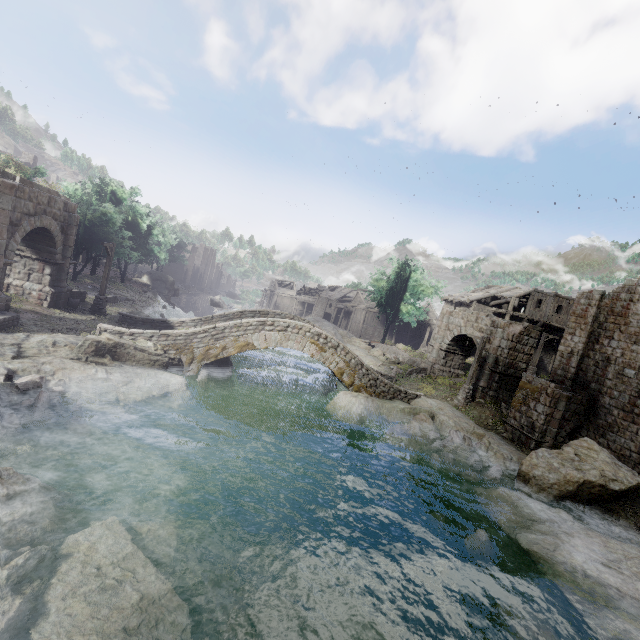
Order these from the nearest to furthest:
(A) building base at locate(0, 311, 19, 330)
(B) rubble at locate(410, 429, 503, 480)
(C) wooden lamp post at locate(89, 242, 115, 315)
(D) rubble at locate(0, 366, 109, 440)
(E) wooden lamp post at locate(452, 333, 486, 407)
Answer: (D) rubble at locate(0, 366, 109, 440)
(A) building base at locate(0, 311, 19, 330)
(B) rubble at locate(410, 429, 503, 480)
(C) wooden lamp post at locate(89, 242, 115, 315)
(E) wooden lamp post at locate(452, 333, 486, 407)

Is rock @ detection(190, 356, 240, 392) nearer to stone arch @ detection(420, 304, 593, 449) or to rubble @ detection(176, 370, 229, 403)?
rubble @ detection(176, 370, 229, 403)

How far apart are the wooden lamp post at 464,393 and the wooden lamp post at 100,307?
24.30m

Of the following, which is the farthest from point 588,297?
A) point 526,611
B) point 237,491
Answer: point 237,491

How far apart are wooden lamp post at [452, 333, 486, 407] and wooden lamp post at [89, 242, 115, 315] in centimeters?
2430cm

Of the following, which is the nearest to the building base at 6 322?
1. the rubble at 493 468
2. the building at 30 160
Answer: the building at 30 160

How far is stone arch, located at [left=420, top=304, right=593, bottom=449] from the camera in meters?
16.9 m

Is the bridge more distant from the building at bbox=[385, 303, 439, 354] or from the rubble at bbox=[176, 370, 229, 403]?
the building at bbox=[385, 303, 439, 354]
